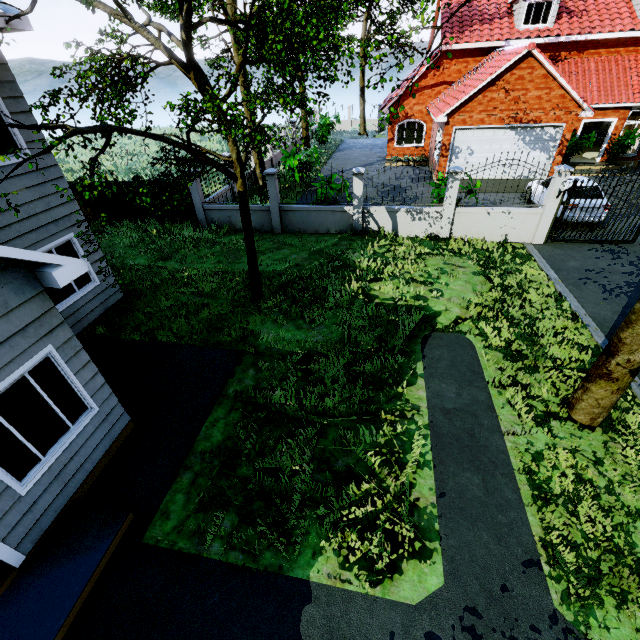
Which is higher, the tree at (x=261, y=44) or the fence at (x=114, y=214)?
the tree at (x=261, y=44)

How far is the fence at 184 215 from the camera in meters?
13.2

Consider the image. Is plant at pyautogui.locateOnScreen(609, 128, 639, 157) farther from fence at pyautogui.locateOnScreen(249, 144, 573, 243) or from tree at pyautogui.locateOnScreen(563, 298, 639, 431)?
fence at pyautogui.locateOnScreen(249, 144, 573, 243)

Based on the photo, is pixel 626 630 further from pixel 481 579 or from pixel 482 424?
pixel 482 424

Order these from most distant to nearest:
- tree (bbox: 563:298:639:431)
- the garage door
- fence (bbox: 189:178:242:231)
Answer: the garage door → fence (bbox: 189:178:242:231) → tree (bbox: 563:298:639:431)

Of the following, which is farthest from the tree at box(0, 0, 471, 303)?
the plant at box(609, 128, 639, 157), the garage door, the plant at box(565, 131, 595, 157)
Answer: the plant at box(565, 131, 595, 157)

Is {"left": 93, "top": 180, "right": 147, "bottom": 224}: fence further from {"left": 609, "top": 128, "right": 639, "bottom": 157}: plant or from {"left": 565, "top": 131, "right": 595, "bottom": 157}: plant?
{"left": 609, "top": 128, "right": 639, "bottom": 157}: plant
